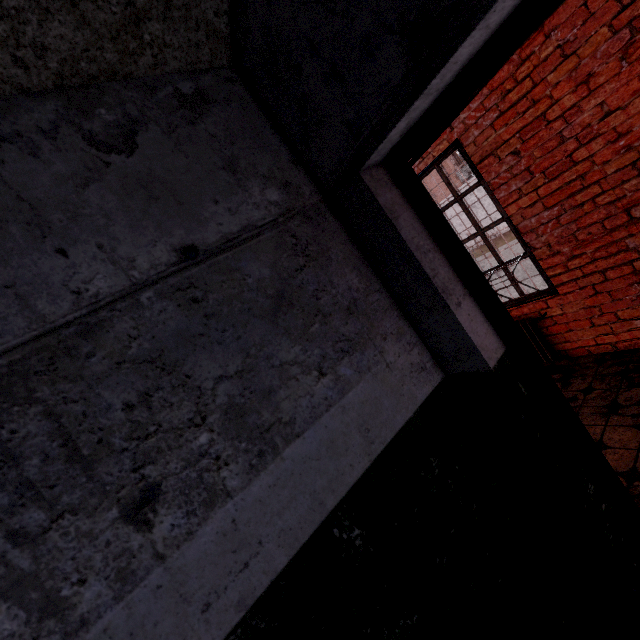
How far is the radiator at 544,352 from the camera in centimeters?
372cm

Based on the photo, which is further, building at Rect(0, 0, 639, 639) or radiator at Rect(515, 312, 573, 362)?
radiator at Rect(515, 312, 573, 362)

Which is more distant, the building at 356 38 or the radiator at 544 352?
the radiator at 544 352

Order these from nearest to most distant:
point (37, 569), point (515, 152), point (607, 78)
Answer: point (37, 569) < point (607, 78) < point (515, 152)

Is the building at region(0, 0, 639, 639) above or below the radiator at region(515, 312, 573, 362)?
above

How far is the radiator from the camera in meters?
3.7
